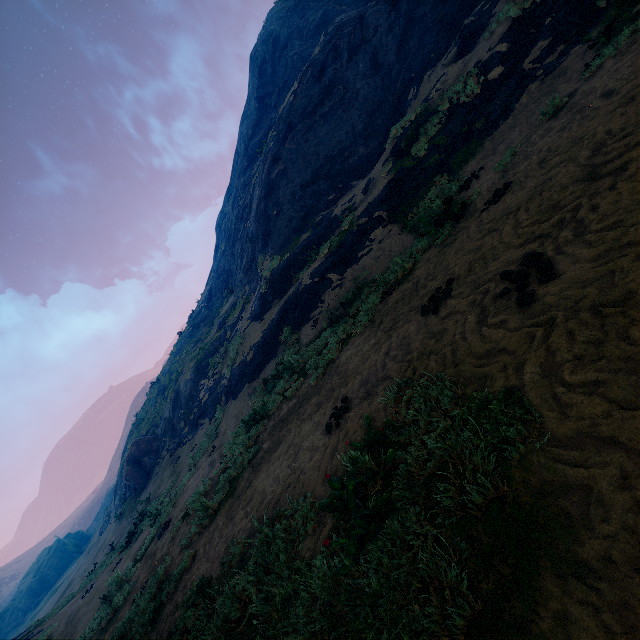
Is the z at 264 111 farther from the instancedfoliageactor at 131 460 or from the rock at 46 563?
the rock at 46 563

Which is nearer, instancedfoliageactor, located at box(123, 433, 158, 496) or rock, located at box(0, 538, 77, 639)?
instancedfoliageactor, located at box(123, 433, 158, 496)

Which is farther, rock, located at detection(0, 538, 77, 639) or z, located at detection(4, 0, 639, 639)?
rock, located at detection(0, 538, 77, 639)

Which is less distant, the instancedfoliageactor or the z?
the z

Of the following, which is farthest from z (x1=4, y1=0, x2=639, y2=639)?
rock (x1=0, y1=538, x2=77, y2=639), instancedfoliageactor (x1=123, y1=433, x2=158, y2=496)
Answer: rock (x1=0, y1=538, x2=77, y2=639)

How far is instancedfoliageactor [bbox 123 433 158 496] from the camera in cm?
2352

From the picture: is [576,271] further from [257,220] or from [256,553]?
[257,220]

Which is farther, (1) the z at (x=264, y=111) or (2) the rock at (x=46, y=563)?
(2) the rock at (x=46, y=563)
